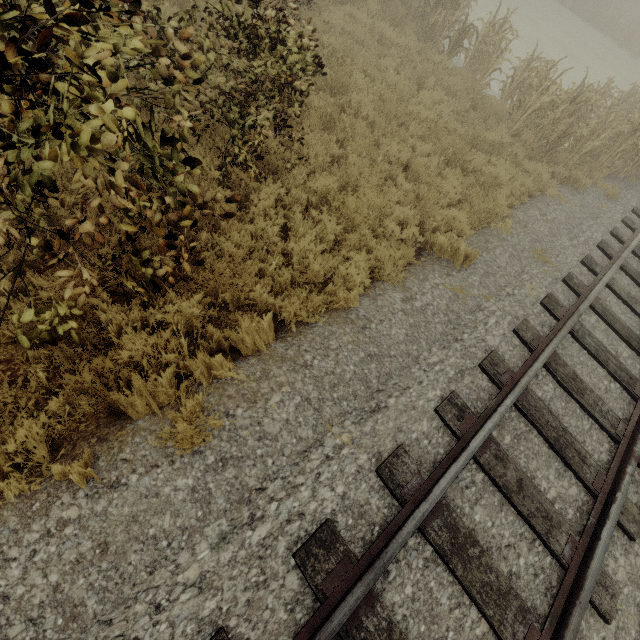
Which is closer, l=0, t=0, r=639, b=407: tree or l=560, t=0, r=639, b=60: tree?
l=0, t=0, r=639, b=407: tree

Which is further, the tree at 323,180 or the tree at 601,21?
the tree at 601,21

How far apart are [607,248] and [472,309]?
4.5 meters
